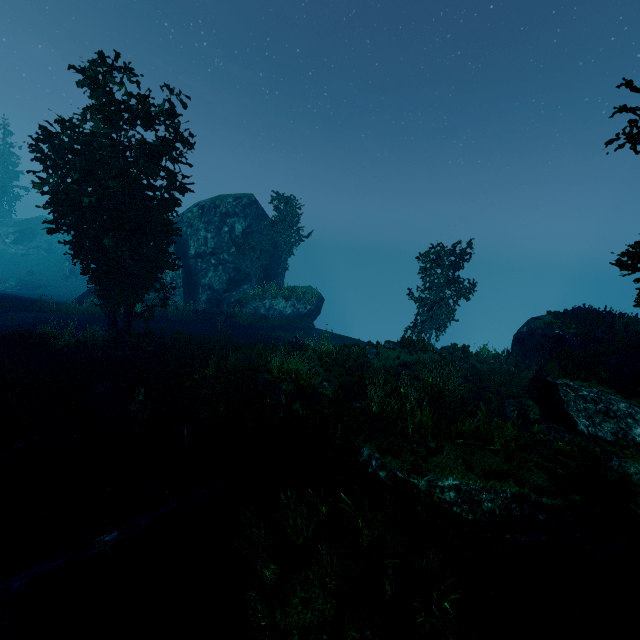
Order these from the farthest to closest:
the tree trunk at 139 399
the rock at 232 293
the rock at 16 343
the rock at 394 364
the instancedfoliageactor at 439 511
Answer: the rock at 232 293
the rock at 394 364
the rock at 16 343
the tree trunk at 139 399
the instancedfoliageactor at 439 511

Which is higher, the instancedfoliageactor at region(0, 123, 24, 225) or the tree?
the instancedfoliageactor at region(0, 123, 24, 225)

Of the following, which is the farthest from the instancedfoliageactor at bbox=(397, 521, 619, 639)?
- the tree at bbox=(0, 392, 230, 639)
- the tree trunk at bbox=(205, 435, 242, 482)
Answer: the tree trunk at bbox=(205, 435, 242, 482)

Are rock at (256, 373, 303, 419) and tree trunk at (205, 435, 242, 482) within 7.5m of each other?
yes

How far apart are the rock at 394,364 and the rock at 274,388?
6.21m

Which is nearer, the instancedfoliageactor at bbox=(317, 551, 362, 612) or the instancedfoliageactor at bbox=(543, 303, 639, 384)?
the instancedfoliageactor at bbox=(317, 551, 362, 612)

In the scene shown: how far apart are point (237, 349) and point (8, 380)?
10.2 meters

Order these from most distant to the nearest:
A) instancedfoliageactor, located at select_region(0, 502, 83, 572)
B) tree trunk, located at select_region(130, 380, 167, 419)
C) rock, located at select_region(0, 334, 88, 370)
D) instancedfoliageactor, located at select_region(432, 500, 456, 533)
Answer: rock, located at select_region(0, 334, 88, 370)
tree trunk, located at select_region(130, 380, 167, 419)
instancedfoliageactor, located at select_region(432, 500, 456, 533)
instancedfoliageactor, located at select_region(0, 502, 83, 572)
